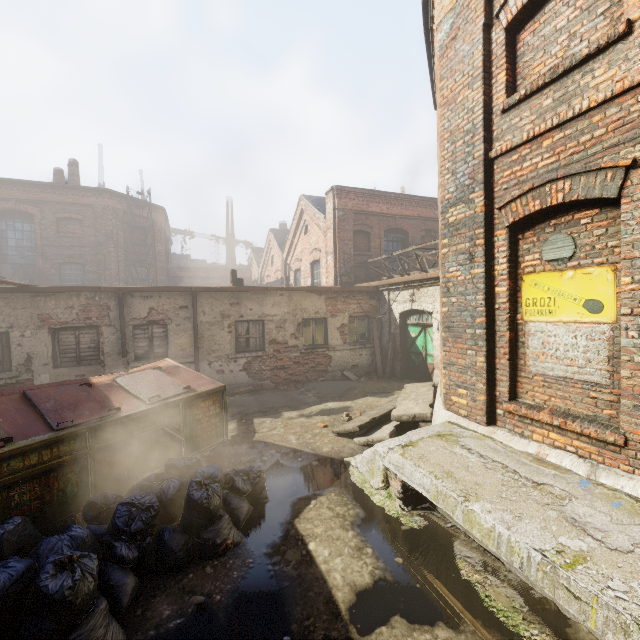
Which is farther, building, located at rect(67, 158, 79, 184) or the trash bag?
building, located at rect(67, 158, 79, 184)

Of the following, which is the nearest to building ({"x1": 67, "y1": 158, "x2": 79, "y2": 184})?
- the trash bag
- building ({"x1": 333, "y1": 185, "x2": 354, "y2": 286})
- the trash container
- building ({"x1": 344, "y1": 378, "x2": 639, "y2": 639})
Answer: building ({"x1": 333, "y1": 185, "x2": 354, "y2": 286})

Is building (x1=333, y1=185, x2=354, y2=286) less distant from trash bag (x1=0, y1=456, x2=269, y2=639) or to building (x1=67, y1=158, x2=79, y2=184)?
trash bag (x1=0, y1=456, x2=269, y2=639)

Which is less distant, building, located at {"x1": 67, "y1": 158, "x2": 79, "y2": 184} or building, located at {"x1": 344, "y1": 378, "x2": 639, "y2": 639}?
building, located at {"x1": 344, "y1": 378, "x2": 639, "y2": 639}

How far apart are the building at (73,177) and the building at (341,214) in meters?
17.1

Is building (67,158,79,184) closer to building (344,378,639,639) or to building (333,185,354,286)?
building (333,185,354,286)

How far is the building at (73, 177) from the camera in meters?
20.0

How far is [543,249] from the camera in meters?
→ 4.1 m
